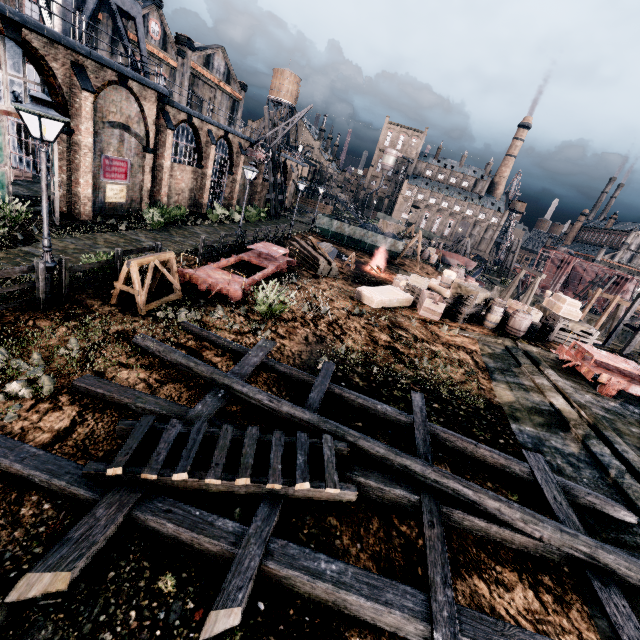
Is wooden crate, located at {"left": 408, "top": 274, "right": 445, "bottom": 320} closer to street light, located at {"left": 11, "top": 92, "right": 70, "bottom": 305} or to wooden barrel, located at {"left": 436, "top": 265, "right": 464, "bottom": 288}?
wooden barrel, located at {"left": 436, "top": 265, "right": 464, "bottom": 288}

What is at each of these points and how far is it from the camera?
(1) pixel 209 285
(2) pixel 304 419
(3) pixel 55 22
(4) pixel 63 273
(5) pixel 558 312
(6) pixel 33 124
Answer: (1) rail car base, 13.67m
(2) wooden scaffolding, 7.04m
(3) water tower, 18.16m
(4) wooden railing, 9.81m
(5) wooden chest, 21.16m
(6) building, 23.98m

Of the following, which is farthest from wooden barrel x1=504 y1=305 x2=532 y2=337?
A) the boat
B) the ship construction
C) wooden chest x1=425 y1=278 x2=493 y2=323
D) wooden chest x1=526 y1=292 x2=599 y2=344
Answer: the ship construction

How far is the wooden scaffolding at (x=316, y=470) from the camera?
6.3 meters

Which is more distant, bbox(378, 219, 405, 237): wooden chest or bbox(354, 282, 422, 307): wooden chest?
bbox(378, 219, 405, 237): wooden chest

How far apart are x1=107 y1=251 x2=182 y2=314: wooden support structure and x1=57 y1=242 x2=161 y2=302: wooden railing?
0.69m

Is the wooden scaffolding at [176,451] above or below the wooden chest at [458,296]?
below

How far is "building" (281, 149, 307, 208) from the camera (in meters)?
48.79
